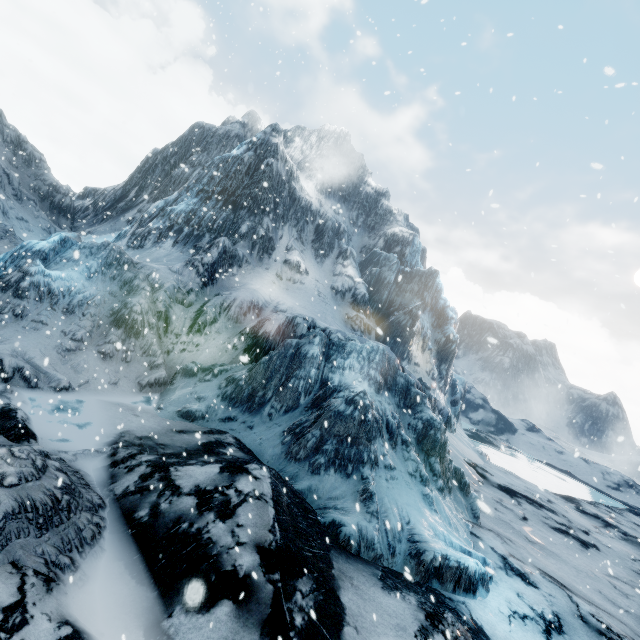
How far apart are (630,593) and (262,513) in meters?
15.5 m
